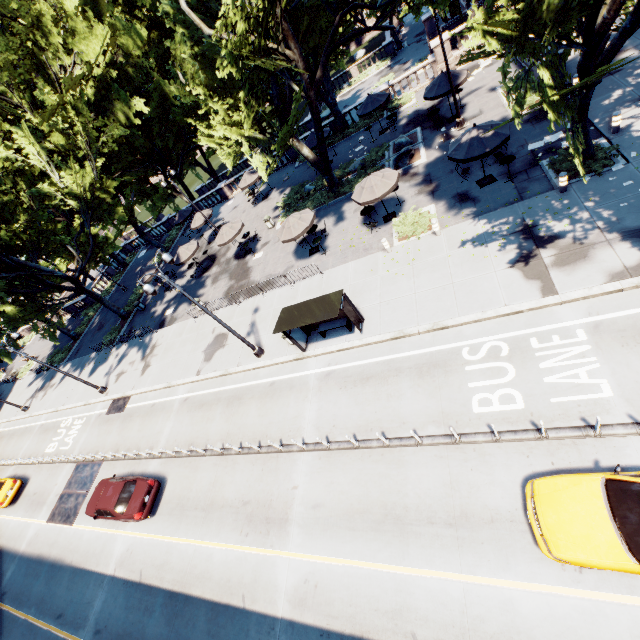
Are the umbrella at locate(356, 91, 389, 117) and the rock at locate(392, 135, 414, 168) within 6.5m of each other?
yes

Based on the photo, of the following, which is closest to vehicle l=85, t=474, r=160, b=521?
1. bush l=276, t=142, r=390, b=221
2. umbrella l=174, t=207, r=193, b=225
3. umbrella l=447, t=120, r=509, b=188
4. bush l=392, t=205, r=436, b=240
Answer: bush l=392, t=205, r=436, b=240

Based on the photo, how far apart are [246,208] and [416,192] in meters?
19.9 m

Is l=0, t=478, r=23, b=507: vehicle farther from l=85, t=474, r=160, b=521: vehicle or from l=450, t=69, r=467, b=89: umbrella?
l=450, t=69, r=467, b=89: umbrella

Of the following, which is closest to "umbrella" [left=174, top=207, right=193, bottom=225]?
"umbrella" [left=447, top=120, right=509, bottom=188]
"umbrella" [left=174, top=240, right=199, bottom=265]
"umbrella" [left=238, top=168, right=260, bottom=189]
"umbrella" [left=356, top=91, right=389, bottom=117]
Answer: "umbrella" [left=238, top=168, right=260, bottom=189]

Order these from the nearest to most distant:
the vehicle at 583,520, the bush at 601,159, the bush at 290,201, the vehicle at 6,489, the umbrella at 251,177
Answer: the vehicle at 583,520 < the bush at 601,159 < the vehicle at 6,489 < the bush at 290,201 < the umbrella at 251,177

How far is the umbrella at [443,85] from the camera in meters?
20.0 m

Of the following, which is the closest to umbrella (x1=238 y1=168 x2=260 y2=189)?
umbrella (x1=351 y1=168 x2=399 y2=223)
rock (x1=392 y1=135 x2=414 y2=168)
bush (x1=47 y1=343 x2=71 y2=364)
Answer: rock (x1=392 y1=135 x2=414 y2=168)
